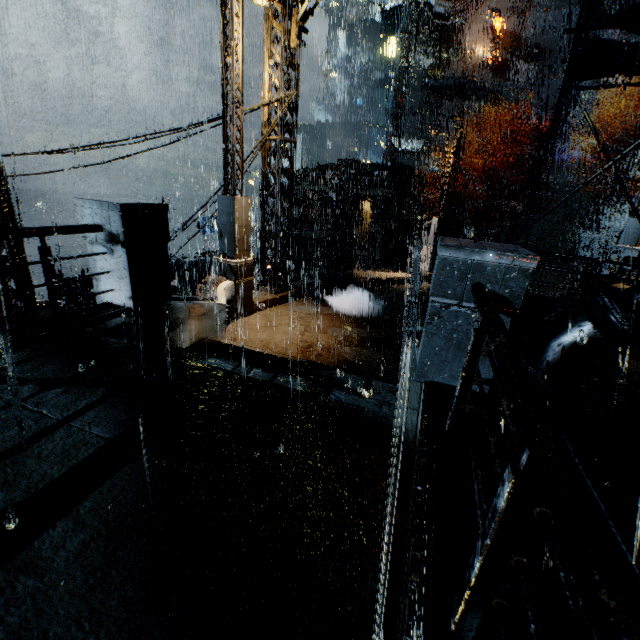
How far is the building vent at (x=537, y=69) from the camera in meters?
37.2 m

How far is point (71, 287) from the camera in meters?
18.5 m

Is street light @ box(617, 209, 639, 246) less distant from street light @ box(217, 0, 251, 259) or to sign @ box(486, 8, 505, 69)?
street light @ box(217, 0, 251, 259)

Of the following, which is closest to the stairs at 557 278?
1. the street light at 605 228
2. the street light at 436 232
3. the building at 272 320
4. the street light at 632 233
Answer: the building at 272 320

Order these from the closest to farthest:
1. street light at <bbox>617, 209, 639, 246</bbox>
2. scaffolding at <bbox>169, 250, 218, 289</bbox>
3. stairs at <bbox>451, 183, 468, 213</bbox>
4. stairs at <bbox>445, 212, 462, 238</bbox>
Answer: scaffolding at <bbox>169, 250, 218, 289</bbox>, street light at <bbox>617, 209, 639, 246</bbox>, stairs at <bbox>445, 212, 462, 238</bbox>, stairs at <bbox>451, 183, 468, 213</bbox>

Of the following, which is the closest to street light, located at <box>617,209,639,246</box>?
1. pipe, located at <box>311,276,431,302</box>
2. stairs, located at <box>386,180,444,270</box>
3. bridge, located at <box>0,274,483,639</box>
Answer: pipe, located at <box>311,276,431,302</box>

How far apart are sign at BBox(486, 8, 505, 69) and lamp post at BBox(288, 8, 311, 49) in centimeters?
4159cm

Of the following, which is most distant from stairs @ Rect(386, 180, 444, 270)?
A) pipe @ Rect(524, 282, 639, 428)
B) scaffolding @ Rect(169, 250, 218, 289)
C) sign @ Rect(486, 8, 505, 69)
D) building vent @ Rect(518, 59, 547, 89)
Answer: pipe @ Rect(524, 282, 639, 428)
